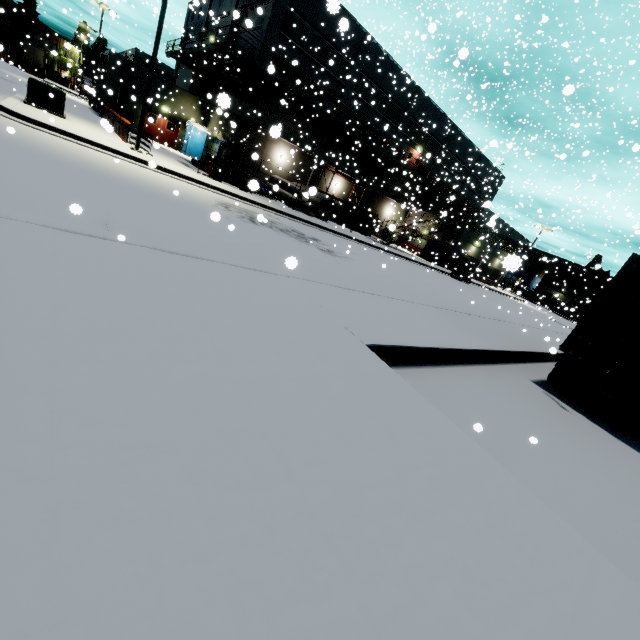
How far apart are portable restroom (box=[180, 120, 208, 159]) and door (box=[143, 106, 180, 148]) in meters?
0.8

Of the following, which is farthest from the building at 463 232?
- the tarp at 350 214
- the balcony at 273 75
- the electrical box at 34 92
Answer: the electrical box at 34 92

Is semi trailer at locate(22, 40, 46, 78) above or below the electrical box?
above

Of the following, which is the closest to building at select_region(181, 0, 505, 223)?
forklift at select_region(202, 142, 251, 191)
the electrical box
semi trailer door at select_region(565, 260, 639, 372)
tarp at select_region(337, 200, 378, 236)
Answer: tarp at select_region(337, 200, 378, 236)

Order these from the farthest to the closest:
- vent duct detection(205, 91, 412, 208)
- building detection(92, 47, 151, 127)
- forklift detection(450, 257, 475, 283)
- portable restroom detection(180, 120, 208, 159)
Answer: forklift detection(450, 257, 475, 283)
portable restroom detection(180, 120, 208, 159)
building detection(92, 47, 151, 127)
vent duct detection(205, 91, 412, 208)

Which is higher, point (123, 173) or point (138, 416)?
point (138, 416)

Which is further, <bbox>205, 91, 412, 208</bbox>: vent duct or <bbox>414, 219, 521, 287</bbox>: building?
<bbox>414, 219, 521, 287</bbox>: building

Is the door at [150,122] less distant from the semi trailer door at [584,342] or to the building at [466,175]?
the building at [466,175]
